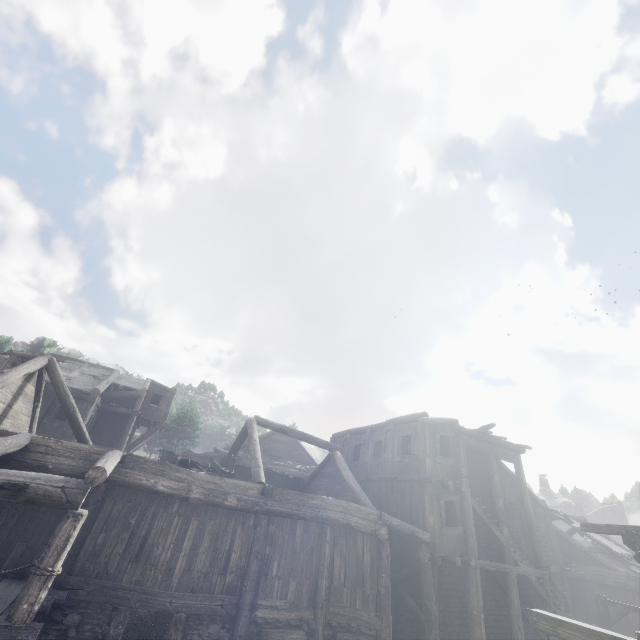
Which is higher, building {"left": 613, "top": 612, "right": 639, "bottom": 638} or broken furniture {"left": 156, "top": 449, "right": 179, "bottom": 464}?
broken furniture {"left": 156, "top": 449, "right": 179, "bottom": 464}

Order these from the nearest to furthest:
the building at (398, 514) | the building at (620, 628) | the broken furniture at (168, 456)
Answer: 1. the building at (398, 514)
2. the broken furniture at (168, 456)
3. the building at (620, 628)

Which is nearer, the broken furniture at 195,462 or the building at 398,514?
the building at 398,514

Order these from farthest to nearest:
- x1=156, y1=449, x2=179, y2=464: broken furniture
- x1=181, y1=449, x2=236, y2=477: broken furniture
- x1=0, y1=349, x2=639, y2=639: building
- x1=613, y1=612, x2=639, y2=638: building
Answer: x1=613, y1=612, x2=639, y2=638: building
x1=156, y1=449, x2=179, y2=464: broken furniture
x1=181, y1=449, x2=236, y2=477: broken furniture
x1=0, y1=349, x2=639, y2=639: building

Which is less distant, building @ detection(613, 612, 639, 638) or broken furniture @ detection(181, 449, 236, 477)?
broken furniture @ detection(181, 449, 236, 477)

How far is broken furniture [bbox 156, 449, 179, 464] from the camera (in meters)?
13.71

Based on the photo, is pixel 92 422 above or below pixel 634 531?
above
